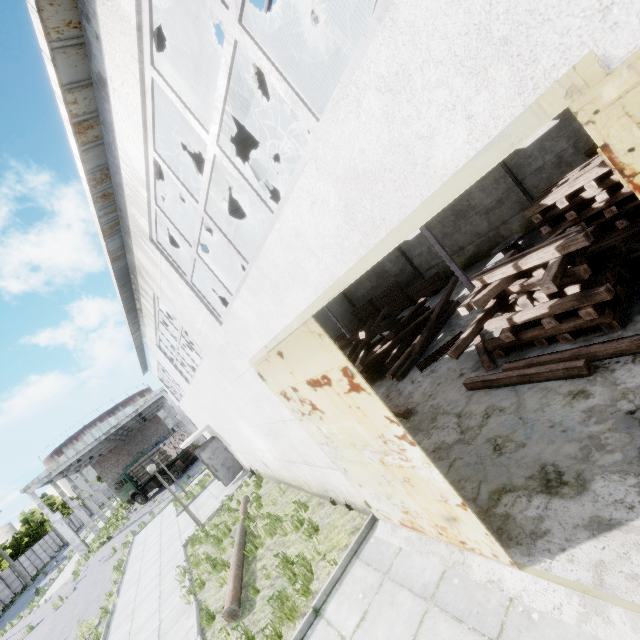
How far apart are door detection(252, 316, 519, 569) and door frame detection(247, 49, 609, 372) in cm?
1

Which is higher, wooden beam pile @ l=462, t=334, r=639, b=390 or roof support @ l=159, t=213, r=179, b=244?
roof support @ l=159, t=213, r=179, b=244

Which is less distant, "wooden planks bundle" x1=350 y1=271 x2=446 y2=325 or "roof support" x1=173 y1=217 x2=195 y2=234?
"roof support" x1=173 y1=217 x2=195 y2=234

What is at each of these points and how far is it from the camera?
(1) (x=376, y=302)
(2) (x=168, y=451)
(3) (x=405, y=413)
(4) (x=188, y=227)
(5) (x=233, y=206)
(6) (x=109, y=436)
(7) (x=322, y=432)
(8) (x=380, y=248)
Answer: (1) wooden planks bundle, 24.11m
(2) log pile, 29.47m
(3) wooden beam pile, 8.80m
(4) roof support, 7.55m
(5) roof support, 8.26m
(6) column beam, 37.56m
(7) door, 5.57m
(8) door frame, 2.43m

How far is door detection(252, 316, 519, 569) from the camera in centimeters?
379cm

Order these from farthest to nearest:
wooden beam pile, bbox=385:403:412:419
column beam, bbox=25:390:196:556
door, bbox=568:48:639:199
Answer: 1. column beam, bbox=25:390:196:556
2. wooden beam pile, bbox=385:403:412:419
3. door, bbox=568:48:639:199

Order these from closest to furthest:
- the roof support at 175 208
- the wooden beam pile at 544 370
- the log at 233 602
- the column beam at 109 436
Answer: the wooden beam pile at 544 370
the log at 233 602
the roof support at 175 208
the column beam at 109 436

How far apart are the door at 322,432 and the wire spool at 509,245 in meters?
12.7 m
